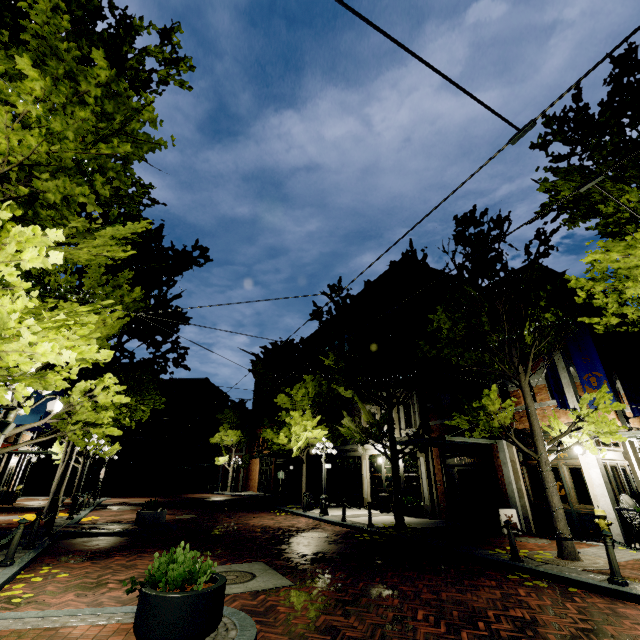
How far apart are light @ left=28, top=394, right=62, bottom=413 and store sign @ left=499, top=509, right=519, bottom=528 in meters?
14.0 m

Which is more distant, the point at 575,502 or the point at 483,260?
the point at 575,502

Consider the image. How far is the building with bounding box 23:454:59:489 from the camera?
36.9m

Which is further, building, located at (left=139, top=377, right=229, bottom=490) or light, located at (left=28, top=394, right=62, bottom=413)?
building, located at (left=139, top=377, right=229, bottom=490)

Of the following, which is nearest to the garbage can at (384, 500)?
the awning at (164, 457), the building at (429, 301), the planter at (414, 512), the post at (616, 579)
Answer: the building at (429, 301)

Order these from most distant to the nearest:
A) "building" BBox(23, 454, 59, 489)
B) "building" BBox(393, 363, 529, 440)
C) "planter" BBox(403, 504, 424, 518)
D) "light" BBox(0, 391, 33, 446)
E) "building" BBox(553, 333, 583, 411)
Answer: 1. "building" BBox(23, 454, 59, 489)
2. "planter" BBox(403, 504, 424, 518)
3. "building" BBox(393, 363, 529, 440)
4. "building" BBox(553, 333, 583, 411)
5. "light" BBox(0, 391, 33, 446)

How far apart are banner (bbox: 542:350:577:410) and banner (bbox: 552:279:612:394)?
0.52m

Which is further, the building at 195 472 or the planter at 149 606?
the building at 195 472
